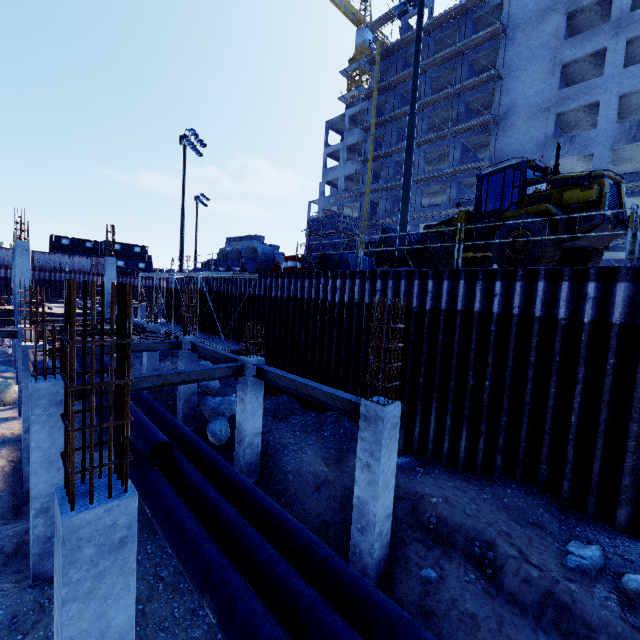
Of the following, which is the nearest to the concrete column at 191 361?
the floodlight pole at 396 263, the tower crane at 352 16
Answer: the floodlight pole at 396 263

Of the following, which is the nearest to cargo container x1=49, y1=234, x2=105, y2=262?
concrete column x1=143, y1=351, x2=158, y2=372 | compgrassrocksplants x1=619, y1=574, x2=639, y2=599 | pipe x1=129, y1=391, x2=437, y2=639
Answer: pipe x1=129, y1=391, x2=437, y2=639

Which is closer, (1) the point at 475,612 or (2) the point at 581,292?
(1) the point at 475,612

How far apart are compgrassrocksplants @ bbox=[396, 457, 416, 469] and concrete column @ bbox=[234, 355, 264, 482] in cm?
432

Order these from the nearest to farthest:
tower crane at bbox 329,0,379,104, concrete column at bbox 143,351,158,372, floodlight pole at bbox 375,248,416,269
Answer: floodlight pole at bbox 375,248,416,269 → concrete column at bbox 143,351,158,372 → tower crane at bbox 329,0,379,104

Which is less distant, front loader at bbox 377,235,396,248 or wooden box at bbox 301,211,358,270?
wooden box at bbox 301,211,358,270

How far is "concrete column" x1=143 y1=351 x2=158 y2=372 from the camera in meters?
17.2

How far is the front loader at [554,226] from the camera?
9.5 meters
